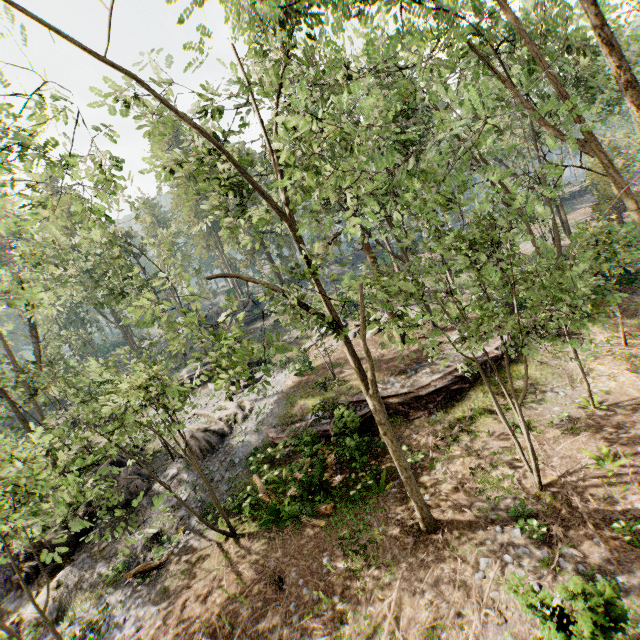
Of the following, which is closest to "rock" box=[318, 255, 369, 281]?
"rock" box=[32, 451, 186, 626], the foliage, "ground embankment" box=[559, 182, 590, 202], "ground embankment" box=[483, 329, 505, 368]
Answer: the foliage

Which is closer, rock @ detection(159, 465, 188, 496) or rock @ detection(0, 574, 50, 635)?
rock @ detection(0, 574, 50, 635)

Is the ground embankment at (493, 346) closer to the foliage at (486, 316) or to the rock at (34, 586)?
the foliage at (486, 316)

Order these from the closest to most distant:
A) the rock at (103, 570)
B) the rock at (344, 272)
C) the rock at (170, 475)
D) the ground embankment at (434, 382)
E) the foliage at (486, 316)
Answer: the foliage at (486, 316) < the rock at (103, 570) < the ground embankment at (434, 382) < the rock at (170, 475) < the rock at (344, 272)

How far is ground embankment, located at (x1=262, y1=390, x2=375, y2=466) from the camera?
14.3m

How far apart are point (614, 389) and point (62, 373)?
30.2m

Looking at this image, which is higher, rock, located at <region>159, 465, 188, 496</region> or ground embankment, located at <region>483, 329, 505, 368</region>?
ground embankment, located at <region>483, 329, 505, 368</region>
